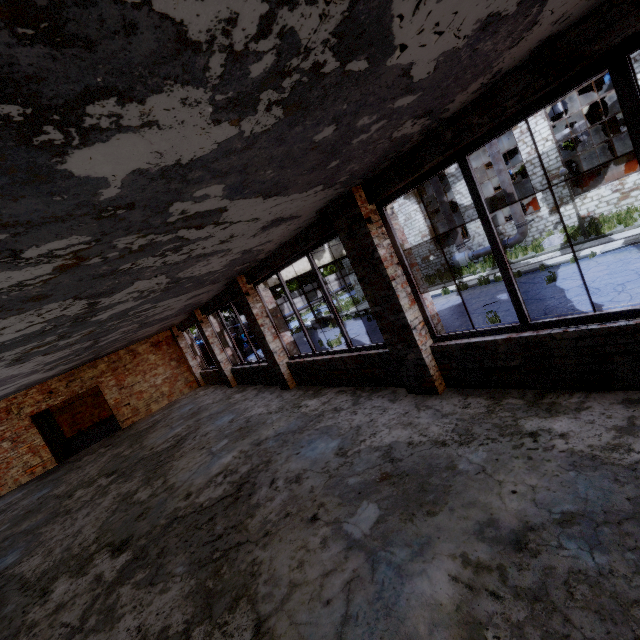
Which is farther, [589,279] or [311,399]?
[589,279]

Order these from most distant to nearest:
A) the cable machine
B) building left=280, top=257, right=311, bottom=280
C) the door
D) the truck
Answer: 1. the truck
2. building left=280, top=257, right=311, bottom=280
3. the cable machine
4. the door

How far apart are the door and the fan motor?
24.34m

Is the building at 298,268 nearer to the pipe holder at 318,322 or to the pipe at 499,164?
the pipe holder at 318,322

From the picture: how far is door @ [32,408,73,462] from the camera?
12.94m

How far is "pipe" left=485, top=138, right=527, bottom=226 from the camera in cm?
1873

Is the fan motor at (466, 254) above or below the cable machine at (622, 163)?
below

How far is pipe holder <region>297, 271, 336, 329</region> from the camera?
24.2m
